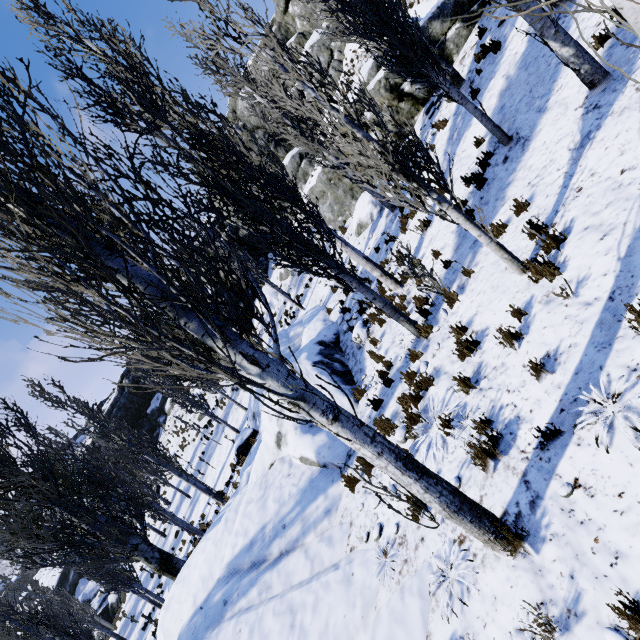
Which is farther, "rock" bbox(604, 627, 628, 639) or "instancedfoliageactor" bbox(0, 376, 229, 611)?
"instancedfoliageactor" bbox(0, 376, 229, 611)

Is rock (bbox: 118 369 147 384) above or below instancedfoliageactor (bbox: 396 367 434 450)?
above

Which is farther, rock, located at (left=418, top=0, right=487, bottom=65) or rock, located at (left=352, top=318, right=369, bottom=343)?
rock, located at (left=418, top=0, right=487, bottom=65)

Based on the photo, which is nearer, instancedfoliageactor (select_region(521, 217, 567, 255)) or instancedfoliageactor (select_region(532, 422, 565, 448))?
instancedfoliageactor (select_region(532, 422, 565, 448))

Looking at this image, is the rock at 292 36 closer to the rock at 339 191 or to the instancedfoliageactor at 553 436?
the instancedfoliageactor at 553 436

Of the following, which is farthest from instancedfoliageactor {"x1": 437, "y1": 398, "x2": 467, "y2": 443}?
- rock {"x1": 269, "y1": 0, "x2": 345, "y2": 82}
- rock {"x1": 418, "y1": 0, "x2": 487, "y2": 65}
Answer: rock {"x1": 418, "y1": 0, "x2": 487, "y2": 65}

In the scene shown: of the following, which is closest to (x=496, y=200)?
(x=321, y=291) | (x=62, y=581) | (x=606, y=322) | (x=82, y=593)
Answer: (x=606, y=322)

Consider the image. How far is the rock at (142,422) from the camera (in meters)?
41.44
